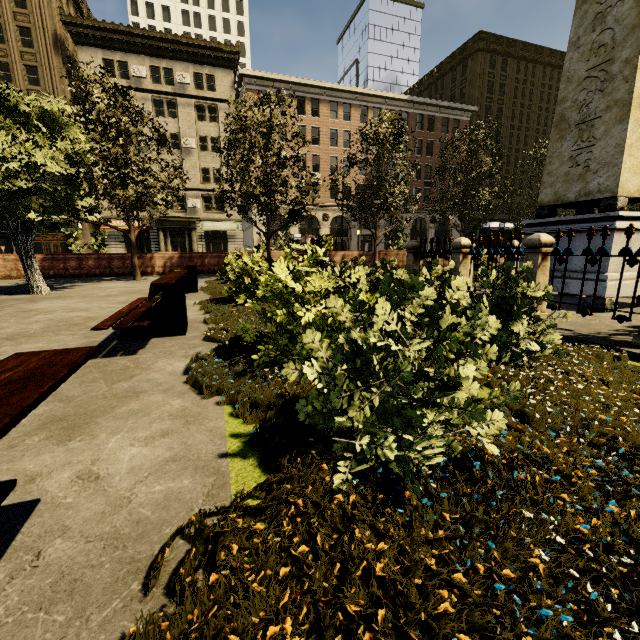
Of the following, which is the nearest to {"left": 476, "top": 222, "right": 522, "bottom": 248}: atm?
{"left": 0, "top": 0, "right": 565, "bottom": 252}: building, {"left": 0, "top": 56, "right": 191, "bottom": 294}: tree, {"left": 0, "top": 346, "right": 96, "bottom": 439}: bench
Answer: {"left": 0, "top": 56, "right": 191, "bottom": 294}: tree

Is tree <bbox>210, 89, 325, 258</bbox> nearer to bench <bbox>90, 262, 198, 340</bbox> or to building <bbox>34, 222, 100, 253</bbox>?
building <bbox>34, 222, 100, 253</bbox>

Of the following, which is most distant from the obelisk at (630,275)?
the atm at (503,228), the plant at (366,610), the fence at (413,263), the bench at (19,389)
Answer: the atm at (503,228)

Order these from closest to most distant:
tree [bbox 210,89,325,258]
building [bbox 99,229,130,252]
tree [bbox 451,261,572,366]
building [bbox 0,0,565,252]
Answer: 1. tree [bbox 451,261,572,366]
2. tree [bbox 210,89,325,258]
3. building [bbox 0,0,565,252]
4. building [bbox 99,229,130,252]

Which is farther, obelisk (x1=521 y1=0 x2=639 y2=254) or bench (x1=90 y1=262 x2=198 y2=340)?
obelisk (x1=521 y1=0 x2=639 y2=254)

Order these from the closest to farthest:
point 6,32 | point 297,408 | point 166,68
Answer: point 297,408
point 6,32
point 166,68

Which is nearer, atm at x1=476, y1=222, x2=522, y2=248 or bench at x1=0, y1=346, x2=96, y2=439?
bench at x1=0, y1=346, x2=96, y2=439

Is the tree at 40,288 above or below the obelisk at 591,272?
above
